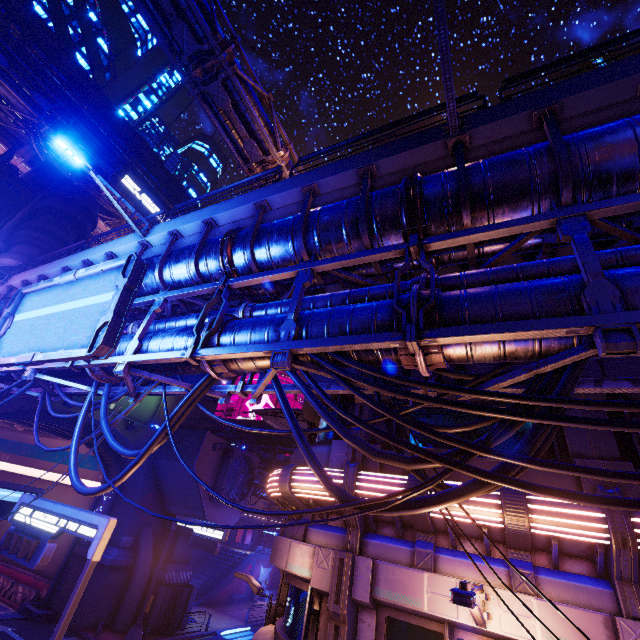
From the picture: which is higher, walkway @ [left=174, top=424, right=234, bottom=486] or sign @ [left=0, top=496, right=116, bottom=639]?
walkway @ [left=174, top=424, right=234, bottom=486]

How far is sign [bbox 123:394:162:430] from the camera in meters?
25.3

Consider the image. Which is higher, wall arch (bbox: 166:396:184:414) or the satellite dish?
the satellite dish

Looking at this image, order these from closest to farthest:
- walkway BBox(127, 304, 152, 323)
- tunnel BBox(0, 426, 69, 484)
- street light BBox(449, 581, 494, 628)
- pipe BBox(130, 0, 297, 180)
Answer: street light BBox(449, 581, 494, 628) → walkway BBox(127, 304, 152, 323) → pipe BBox(130, 0, 297, 180) → tunnel BBox(0, 426, 69, 484)

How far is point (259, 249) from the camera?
8.2 meters

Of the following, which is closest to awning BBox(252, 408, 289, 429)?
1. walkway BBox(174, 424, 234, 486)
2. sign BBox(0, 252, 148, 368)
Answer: sign BBox(0, 252, 148, 368)

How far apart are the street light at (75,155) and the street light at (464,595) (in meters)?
11.99

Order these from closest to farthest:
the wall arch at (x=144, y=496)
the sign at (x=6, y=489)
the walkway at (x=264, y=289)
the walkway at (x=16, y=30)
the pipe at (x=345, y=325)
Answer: the pipe at (x=345, y=325) → the walkway at (x=264, y=289) → the sign at (x=6, y=489) → the wall arch at (x=144, y=496) → the walkway at (x=16, y=30)
